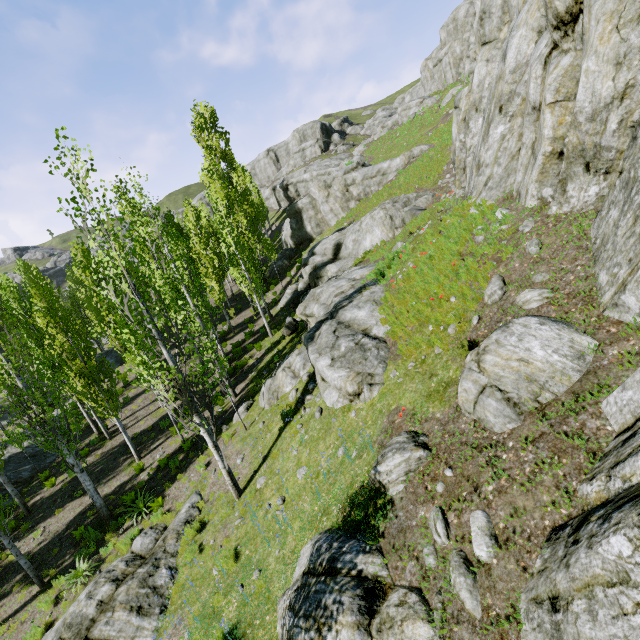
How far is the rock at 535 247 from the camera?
6.11m

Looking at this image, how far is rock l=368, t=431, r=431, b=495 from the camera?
5.1m

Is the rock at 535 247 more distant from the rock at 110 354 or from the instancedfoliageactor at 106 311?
the rock at 110 354

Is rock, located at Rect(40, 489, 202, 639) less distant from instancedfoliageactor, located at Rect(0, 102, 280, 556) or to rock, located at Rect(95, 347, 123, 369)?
instancedfoliageactor, located at Rect(0, 102, 280, 556)

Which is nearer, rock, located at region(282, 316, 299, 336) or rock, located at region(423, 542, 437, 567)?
rock, located at region(423, 542, 437, 567)

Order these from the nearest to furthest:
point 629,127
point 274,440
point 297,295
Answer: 1. point 629,127
2. point 274,440
3. point 297,295

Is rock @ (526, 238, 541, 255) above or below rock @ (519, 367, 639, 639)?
above
